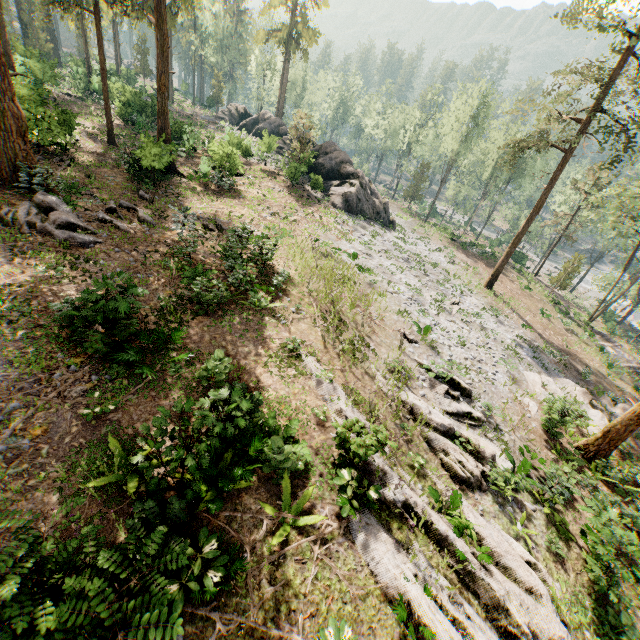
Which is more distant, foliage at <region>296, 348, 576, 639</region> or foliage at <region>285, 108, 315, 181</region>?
foliage at <region>285, 108, 315, 181</region>

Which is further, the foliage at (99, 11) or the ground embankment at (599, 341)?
the ground embankment at (599, 341)

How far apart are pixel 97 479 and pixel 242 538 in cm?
341

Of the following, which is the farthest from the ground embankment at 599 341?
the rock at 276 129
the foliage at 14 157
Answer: the rock at 276 129

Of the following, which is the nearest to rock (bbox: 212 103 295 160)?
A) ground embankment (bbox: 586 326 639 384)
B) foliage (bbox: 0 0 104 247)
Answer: foliage (bbox: 0 0 104 247)
